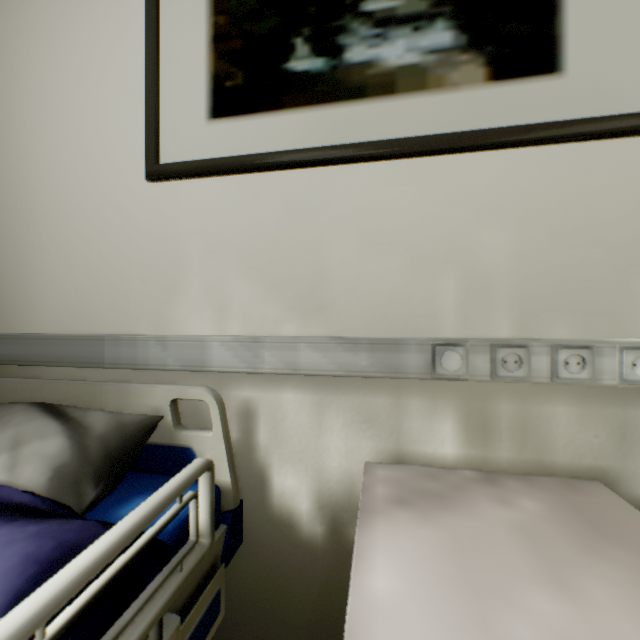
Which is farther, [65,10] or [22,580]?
[65,10]

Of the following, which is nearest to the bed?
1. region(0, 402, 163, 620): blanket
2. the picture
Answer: region(0, 402, 163, 620): blanket

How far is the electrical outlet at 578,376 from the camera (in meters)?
0.69

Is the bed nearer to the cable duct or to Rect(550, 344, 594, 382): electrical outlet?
the cable duct

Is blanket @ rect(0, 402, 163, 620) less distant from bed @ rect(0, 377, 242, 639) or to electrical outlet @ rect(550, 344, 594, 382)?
bed @ rect(0, 377, 242, 639)

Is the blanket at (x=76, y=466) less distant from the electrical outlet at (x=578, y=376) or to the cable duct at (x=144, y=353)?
the cable duct at (x=144, y=353)
